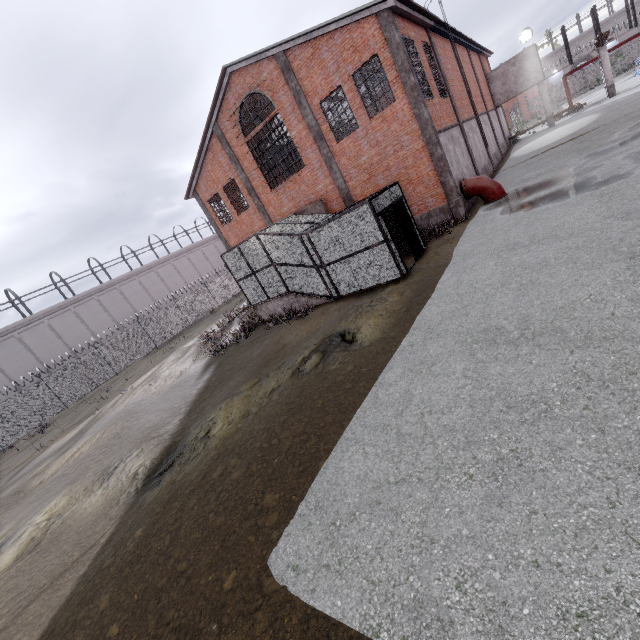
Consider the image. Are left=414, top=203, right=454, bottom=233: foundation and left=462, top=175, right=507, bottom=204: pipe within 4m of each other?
yes

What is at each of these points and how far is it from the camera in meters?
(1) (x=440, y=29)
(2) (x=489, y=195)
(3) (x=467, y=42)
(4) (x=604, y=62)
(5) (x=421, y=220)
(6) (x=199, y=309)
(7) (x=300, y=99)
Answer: (1) window, 17.7 m
(2) pipe, 15.1 m
(3) window, 23.8 m
(4) column, 26.6 m
(5) foundation, 16.2 m
(6) fence, 33.7 m
(7) column, 16.0 m

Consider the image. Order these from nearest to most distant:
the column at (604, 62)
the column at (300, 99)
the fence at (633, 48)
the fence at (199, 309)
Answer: the column at (300, 99) → the fence at (199, 309) → the column at (604, 62) → the fence at (633, 48)

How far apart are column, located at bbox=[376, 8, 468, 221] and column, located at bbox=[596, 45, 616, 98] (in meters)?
25.57

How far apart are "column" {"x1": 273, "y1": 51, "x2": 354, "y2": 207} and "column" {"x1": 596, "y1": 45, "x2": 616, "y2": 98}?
27.8 meters

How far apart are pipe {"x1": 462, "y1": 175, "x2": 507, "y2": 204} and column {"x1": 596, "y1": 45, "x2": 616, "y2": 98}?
23.7 meters

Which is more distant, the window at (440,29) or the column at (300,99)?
the window at (440,29)

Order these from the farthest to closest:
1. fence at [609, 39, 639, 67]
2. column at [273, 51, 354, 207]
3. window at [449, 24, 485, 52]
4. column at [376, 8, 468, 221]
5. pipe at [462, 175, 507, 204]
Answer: fence at [609, 39, 639, 67]
window at [449, 24, 485, 52]
column at [273, 51, 354, 207]
pipe at [462, 175, 507, 204]
column at [376, 8, 468, 221]
